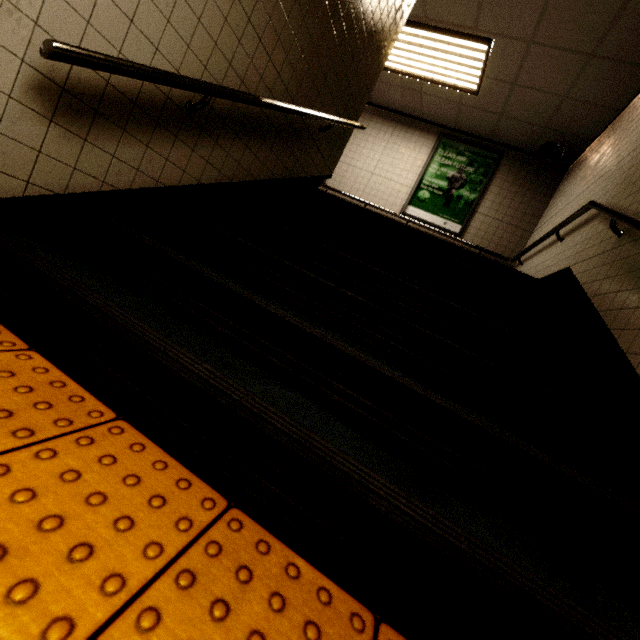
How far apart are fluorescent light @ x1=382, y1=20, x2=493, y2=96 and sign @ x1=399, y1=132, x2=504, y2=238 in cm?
114

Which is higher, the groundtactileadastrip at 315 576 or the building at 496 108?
the building at 496 108

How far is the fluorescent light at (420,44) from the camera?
4.46m

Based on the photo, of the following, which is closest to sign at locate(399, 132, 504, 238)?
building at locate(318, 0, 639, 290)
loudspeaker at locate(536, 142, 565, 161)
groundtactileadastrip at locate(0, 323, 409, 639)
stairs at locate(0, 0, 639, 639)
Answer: building at locate(318, 0, 639, 290)

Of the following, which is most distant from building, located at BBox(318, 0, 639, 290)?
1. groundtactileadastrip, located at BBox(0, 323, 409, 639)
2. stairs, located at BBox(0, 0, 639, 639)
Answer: groundtactileadastrip, located at BBox(0, 323, 409, 639)

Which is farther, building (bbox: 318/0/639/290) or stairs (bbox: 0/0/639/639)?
building (bbox: 318/0/639/290)

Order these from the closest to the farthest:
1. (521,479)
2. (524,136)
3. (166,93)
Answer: (521,479)
(166,93)
(524,136)

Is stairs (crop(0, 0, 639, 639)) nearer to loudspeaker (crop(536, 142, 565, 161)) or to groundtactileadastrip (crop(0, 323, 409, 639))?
groundtactileadastrip (crop(0, 323, 409, 639))
